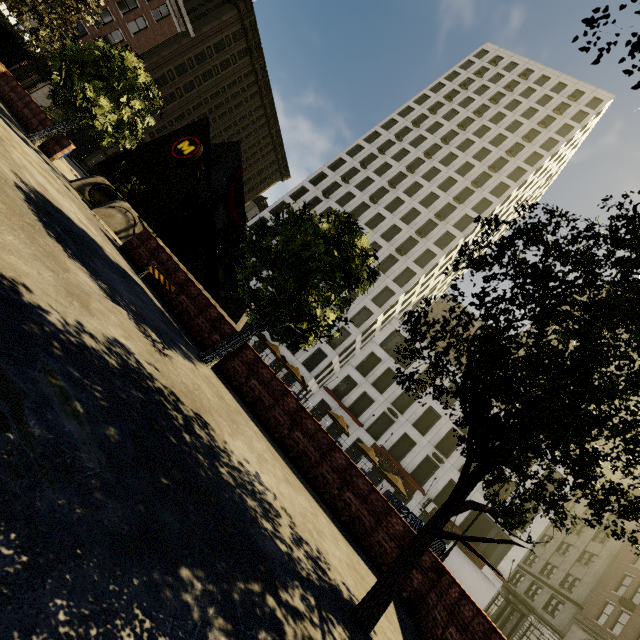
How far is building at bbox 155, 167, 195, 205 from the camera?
47.6m

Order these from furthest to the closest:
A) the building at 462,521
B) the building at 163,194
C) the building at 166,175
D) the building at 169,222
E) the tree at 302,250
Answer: the building at 169,222
the building at 166,175
the building at 163,194
the building at 462,521
the tree at 302,250

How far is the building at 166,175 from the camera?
47.56m

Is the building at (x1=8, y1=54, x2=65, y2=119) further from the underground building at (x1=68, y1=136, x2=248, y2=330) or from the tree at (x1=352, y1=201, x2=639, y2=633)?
the underground building at (x1=68, y1=136, x2=248, y2=330)

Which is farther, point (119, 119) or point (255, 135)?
point (255, 135)

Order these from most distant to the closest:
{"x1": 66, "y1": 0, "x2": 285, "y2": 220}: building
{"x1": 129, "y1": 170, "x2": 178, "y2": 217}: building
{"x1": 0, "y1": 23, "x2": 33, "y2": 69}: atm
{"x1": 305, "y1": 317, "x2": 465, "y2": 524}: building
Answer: {"x1": 129, "y1": 170, "x2": 178, "y2": 217}: building → {"x1": 66, "y1": 0, "x2": 285, "y2": 220}: building → {"x1": 305, "y1": 317, "x2": 465, "y2": 524}: building → {"x1": 0, "y1": 23, "x2": 33, "y2": 69}: atm

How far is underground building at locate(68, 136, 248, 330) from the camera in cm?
1403

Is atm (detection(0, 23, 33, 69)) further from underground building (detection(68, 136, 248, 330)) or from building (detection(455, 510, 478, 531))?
building (detection(455, 510, 478, 531))
